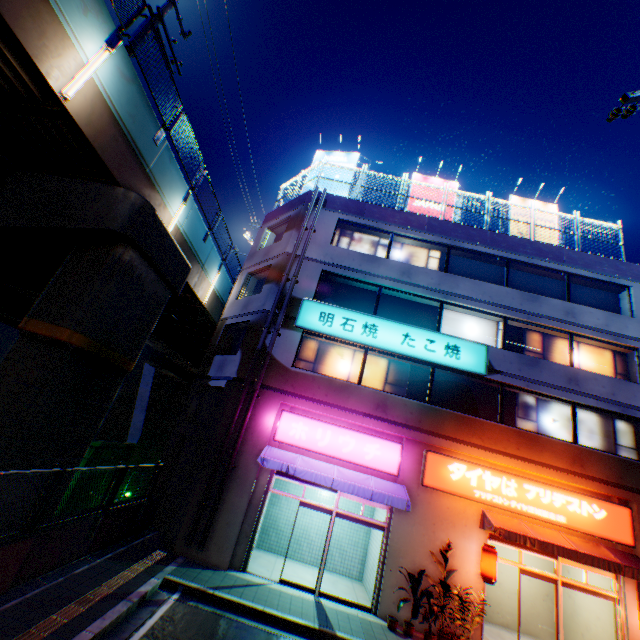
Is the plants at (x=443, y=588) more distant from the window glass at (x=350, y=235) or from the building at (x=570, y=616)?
the window glass at (x=350, y=235)

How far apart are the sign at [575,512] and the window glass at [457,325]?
4.6m

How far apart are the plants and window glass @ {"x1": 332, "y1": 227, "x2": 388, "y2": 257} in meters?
10.6 m

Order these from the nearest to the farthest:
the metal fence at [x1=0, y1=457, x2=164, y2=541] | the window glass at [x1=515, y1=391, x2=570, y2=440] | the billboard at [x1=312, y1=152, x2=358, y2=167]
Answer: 1. the metal fence at [x1=0, y1=457, x2=164, y2=541]
2. the window glass at [x1=515, y1=391, x2=570, y2=440]
3. the billboard at [x1=312, y1=152, x2=358, y2=167]

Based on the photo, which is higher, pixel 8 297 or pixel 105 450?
pixel 8 297

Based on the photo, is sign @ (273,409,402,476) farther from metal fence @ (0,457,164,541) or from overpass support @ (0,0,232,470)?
overpass support @ (0,0,232,470)

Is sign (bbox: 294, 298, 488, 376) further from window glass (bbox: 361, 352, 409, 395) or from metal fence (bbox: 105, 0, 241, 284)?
metal fence (bbox: 105, 0, 241, 284)

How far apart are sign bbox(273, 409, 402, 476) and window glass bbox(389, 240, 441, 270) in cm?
767
